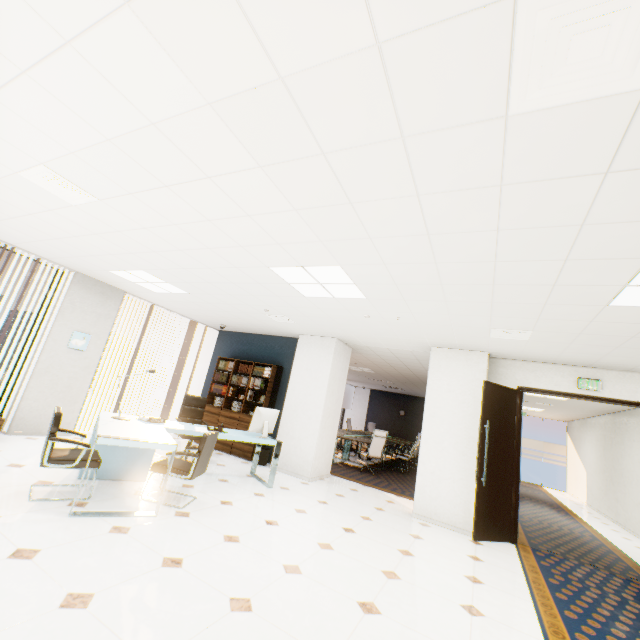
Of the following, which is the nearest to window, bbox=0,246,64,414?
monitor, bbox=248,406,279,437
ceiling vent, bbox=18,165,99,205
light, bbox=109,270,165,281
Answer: light, bbox=109,270,165,281

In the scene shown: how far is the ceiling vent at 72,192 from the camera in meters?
2.9

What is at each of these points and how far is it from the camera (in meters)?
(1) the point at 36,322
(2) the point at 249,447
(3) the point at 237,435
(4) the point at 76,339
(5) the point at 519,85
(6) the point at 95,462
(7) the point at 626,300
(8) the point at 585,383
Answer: (1) window, 5.95
(2) book, 7.24
(3) desk, 5.32
(4) picture, 6.14
(5) ceiling vent, 1.40
(6) chair, 3.59
(7) light, 3.02
(8) sign, 5.34

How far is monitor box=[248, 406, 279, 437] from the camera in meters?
5.5

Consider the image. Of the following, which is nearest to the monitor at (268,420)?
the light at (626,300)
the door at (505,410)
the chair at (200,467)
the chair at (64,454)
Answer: the chair at (200,467)

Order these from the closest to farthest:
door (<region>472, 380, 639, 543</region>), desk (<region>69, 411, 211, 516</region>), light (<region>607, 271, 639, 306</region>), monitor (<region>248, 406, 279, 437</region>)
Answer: light (<region>607, 271, 639, 306</region>) < desk (<region>69, 411, 211, 516</region>) < door (<region>472, 380, 639, 543</region>) < monitor (<region>248, 406, 279, 437</region>)

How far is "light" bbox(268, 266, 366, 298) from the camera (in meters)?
3.76

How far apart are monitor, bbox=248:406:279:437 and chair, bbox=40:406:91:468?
2.2m
